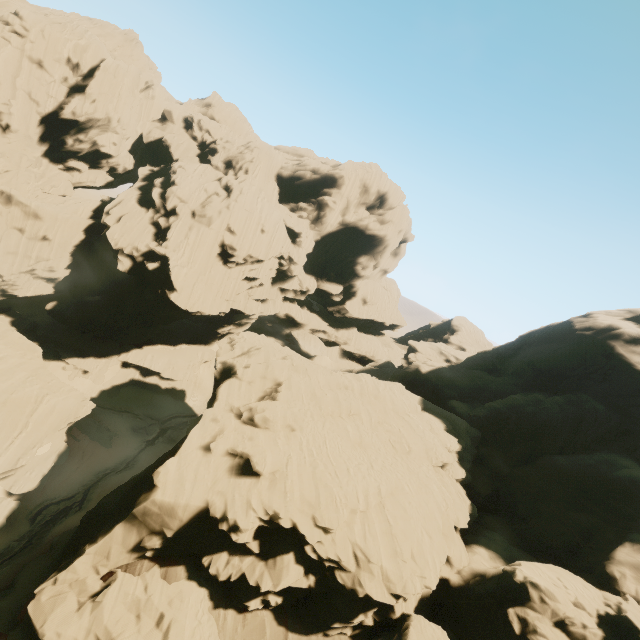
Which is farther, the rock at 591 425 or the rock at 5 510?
the rock at 5 510

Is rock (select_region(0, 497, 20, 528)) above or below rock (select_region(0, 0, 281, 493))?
below

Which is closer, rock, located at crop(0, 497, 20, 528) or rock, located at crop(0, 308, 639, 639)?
rock, located at crop(0, 308, 639, 639)

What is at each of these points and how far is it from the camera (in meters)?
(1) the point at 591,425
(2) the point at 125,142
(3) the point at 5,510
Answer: (1) rock, 32.66
(2) rock, 57.81
(3) rock, 25.81

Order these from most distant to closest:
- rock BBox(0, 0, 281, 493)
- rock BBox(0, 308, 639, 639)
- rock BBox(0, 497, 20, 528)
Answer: rock BBox(0, 0, 281, 493)
rock BBox(0, 497, 20, 528)
rock BBox(0, 308, 639, 639)

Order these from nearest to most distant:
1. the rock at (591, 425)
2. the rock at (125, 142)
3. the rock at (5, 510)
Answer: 1. the rock at (591, 425)
2. the rock at (5, 510)
3. the rock at (125, 142)
